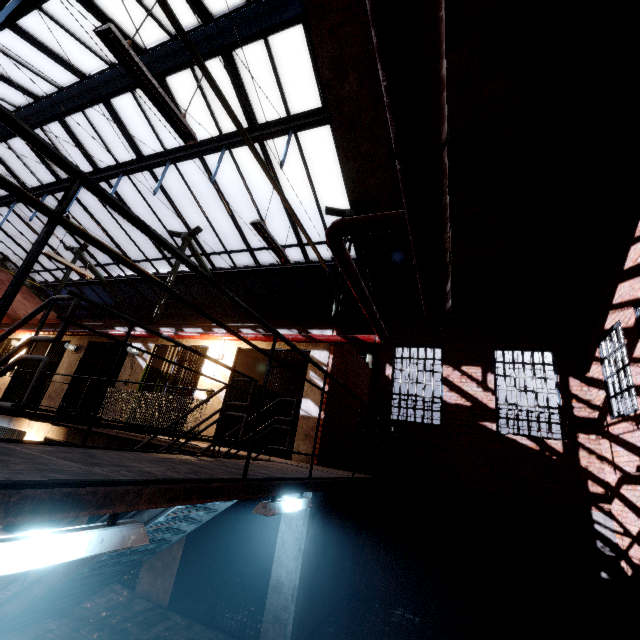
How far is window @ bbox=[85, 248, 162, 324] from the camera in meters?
14.0 m

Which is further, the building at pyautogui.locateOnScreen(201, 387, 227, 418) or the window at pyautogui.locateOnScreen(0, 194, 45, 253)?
the window at pyautogui.locateOnScreen(0, 194, 45, 253)

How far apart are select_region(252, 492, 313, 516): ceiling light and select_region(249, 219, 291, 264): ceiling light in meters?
3.7

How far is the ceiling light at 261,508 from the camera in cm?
320

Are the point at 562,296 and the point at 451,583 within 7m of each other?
no

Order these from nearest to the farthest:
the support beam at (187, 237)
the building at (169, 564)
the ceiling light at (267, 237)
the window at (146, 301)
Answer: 1. the ceiling light at (267, 237)
2. the building at (169, 564)
3. the support beam at (187, 237)
4. the window at (146, 301)

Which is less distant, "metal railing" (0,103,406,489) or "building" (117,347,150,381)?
"metal railing" (0,103,406,489)

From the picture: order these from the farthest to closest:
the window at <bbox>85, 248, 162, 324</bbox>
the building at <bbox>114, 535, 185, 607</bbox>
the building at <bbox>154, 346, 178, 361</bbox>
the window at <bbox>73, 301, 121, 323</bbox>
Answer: the window at <bbox>73, 301, 121, 323</bbox> → the window at <bbox>85, 248, 162, 324</bbox> → the building at <bbox>154, 346, 178, 361</bbox> → the building at <bbox>114, 535, 185, 607</bbox>
